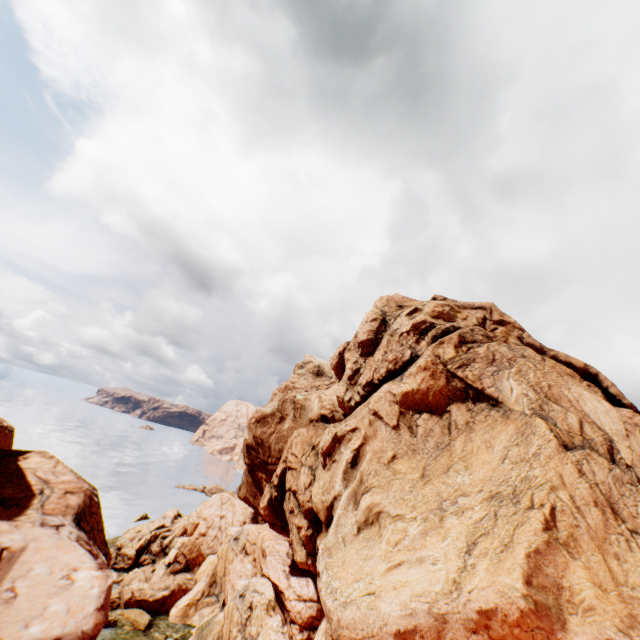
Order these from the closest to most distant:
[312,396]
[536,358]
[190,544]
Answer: [536,358] < [312,396] < [190,544]
